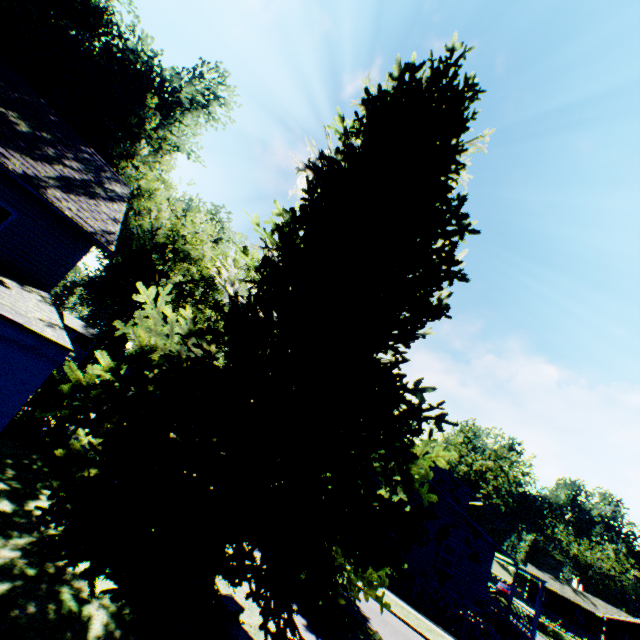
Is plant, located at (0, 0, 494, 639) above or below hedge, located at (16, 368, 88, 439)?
above

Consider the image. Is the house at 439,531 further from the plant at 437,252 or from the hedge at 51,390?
the hedge at 51,390

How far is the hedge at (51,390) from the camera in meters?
11.2

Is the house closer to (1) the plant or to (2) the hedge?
(1) the plant

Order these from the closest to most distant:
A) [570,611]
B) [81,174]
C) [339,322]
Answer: [339,322]
[81,174]
[570,611]

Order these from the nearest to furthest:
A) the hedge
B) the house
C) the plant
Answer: the plant → the hedge → the house

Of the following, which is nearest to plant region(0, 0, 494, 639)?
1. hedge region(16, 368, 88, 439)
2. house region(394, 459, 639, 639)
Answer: house region(394, 459, 639, 639)
